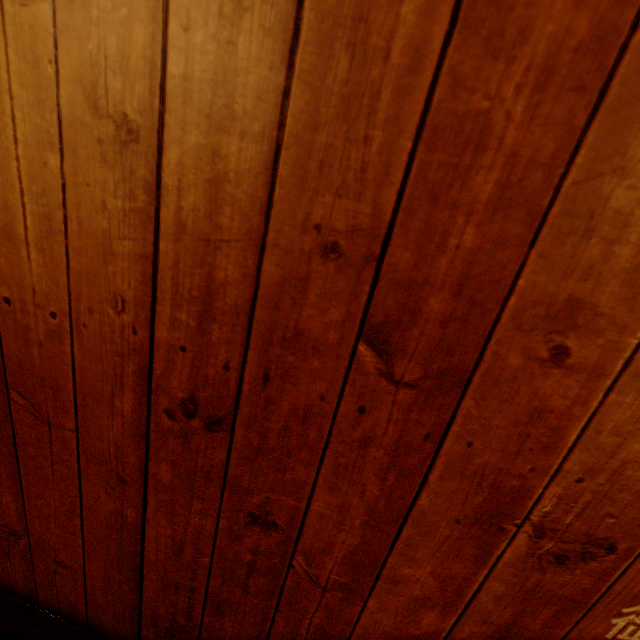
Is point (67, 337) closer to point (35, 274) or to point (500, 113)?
point (35, 274)
